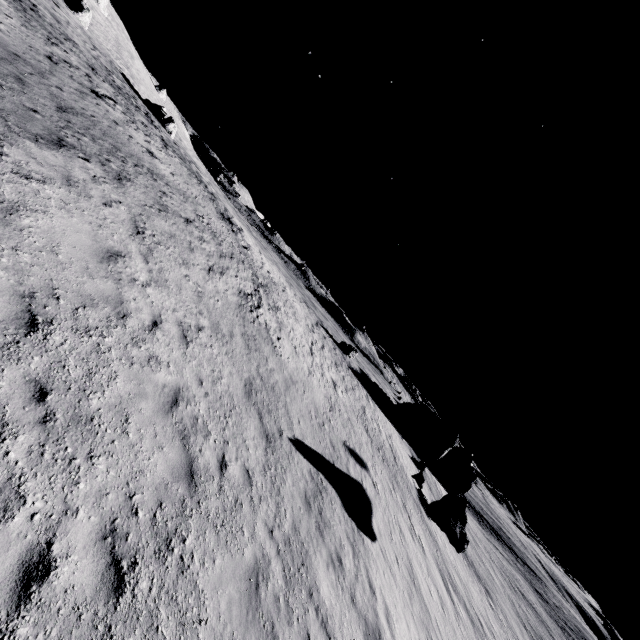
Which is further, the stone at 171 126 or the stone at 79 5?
the stone at 171 126

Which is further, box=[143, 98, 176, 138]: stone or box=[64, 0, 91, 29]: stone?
box=[143, 98, 176, 138]: stone

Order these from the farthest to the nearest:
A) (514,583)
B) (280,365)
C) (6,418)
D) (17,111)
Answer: (514,583) → (280,365) → (17,111) → (6,418)

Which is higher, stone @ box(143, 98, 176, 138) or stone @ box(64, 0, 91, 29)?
stone @ box(64, 0, 91, 29)

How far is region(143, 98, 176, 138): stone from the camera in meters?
45.0

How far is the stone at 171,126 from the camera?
45.0m
